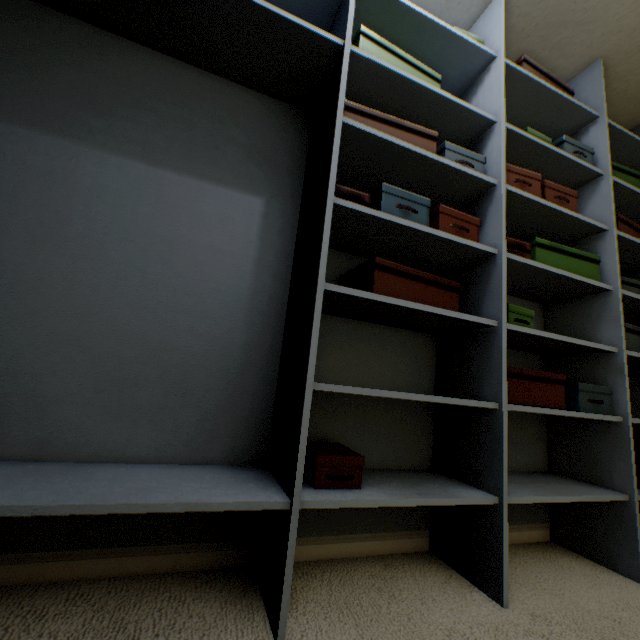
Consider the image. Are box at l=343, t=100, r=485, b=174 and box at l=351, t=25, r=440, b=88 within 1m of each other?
yes

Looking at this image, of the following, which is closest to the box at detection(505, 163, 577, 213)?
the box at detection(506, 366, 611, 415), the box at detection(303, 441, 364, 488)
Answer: the box at detection(506, 366, 611, 415)

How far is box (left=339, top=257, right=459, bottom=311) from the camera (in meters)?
1.11

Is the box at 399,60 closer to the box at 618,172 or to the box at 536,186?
the box at 536,186

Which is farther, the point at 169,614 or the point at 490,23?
the point at 490,23

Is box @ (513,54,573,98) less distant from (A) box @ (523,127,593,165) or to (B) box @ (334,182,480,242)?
(A) box @ (523,127,593,165)

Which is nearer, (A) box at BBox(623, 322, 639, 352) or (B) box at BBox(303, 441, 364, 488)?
(B) box at BBox(303, 441, 364, 488)

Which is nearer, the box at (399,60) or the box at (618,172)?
the box at (399,60)
